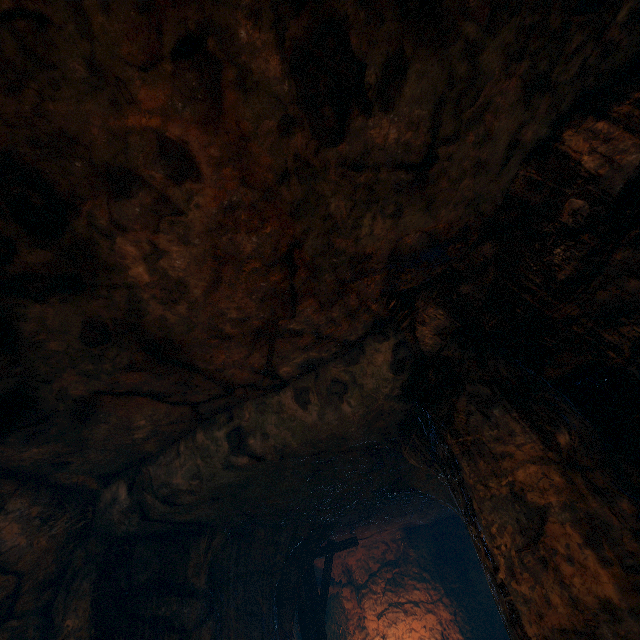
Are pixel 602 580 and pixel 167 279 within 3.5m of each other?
no
